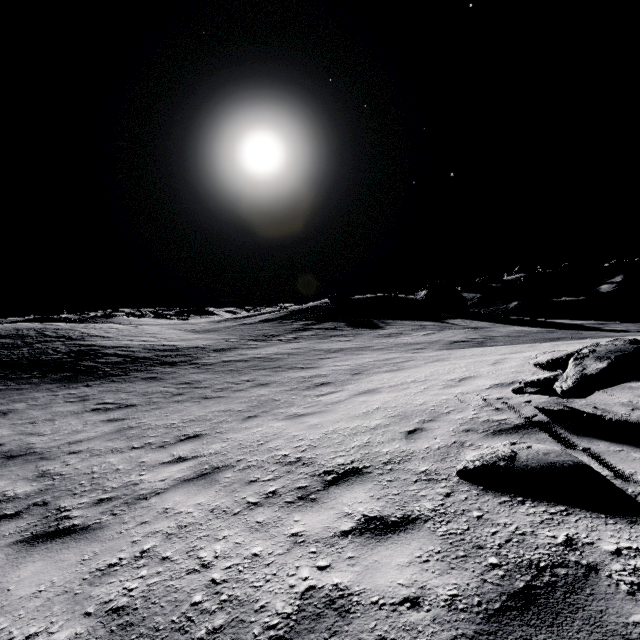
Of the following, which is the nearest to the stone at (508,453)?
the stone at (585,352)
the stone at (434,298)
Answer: the stone at (585,352)

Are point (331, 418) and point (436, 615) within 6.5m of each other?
yes

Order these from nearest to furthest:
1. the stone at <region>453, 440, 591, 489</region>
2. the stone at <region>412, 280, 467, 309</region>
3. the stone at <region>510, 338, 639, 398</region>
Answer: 1. the stone at <region>453, 440, 591, 489</region>
2. the stone at <region>510, 338, 639, 398</region>
3. the stone at <region>412, 280, 467, 309</region>

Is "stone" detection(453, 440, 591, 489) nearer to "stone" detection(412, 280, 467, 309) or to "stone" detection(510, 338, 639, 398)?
"stone" detection(510, 338, 639, 398)

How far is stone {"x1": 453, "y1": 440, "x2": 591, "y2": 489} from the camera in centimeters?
275cm

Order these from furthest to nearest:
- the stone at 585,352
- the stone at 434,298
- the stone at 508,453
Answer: the stone at 434,298 < the stone at 585,352 < the stone at 508,453
